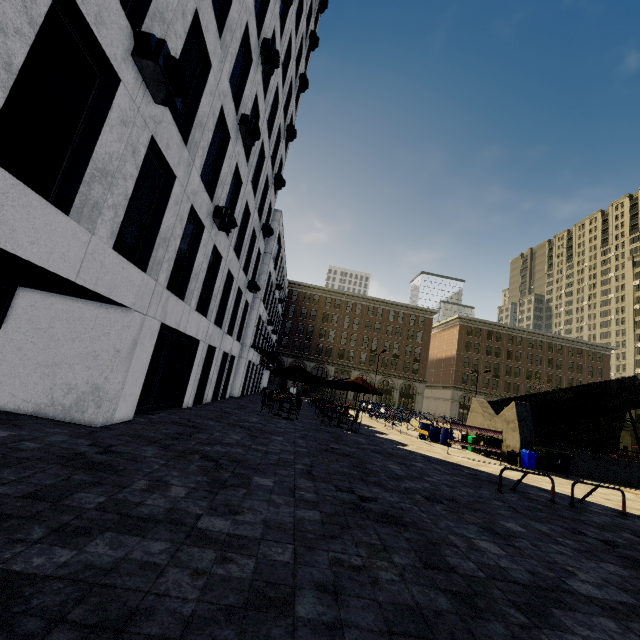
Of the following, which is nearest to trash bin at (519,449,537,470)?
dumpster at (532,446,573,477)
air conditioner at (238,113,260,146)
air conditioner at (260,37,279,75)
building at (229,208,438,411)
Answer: dumpster at (532,446,573,477)

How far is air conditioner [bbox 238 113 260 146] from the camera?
12.2 meters

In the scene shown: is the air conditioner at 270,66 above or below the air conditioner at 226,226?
above

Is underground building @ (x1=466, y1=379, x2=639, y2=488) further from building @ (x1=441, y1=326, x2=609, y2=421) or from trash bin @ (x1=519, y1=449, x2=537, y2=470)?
building @ (x1=441, y1=326, x2=609, y2=421)

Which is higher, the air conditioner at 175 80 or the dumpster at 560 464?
the air conditioner at 175 80

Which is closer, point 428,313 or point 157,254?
point 157,254

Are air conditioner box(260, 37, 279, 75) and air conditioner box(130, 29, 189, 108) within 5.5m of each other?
no

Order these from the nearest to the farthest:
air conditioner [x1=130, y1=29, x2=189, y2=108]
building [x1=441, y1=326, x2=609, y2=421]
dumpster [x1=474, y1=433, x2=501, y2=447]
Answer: air conditioner [x1=130, y1=29, x2=189, y2=108] → dumpster [x1=474, y1=433, x2=501, y2=447] → building [x1=441, y1=326, x2=609, y2=421]
